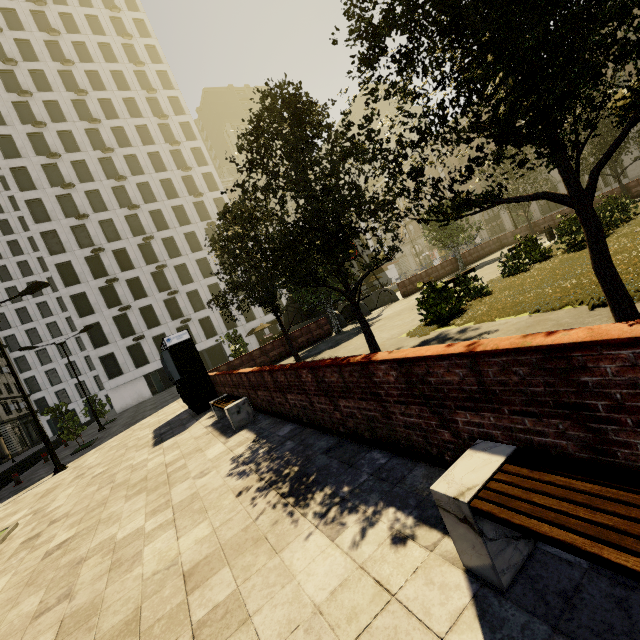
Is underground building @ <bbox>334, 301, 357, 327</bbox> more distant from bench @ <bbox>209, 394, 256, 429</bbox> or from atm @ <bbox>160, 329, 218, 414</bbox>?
bench @ <bbox>209, 394, 256, 429</bbox>

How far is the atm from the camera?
12.6m

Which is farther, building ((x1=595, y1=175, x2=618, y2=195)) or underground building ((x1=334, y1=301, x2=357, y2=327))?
building ((x1=595, y1=175, x2=618, y2=195))

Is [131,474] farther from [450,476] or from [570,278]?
[570,278]

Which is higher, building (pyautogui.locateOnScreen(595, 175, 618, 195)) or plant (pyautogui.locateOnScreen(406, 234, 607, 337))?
building (pyautogui.locateOnScreen(595, 175, 618, 195))

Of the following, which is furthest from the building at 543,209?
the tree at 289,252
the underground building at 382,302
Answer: the underground building at 382,302

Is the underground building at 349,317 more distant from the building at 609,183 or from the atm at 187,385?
the building at 609,183

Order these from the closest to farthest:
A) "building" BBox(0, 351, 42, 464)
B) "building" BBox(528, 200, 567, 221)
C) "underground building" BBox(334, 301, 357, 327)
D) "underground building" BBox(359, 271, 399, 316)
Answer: "underground building" BBox(334, 301, 357, 327), "underground building" BBox(359, 271, 399, 316), "building" BBox(0, 351, 42, 464), "building" BBox(528, 200, 567, 221)
